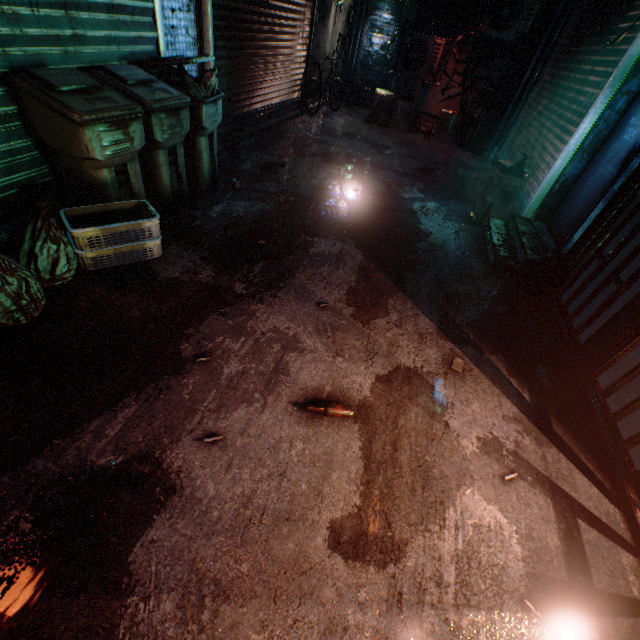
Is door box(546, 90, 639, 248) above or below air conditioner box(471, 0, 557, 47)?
below

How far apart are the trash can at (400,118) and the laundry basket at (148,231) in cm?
694

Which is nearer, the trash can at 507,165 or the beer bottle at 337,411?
the beer bottle at 337,411

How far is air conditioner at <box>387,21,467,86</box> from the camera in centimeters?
650cm

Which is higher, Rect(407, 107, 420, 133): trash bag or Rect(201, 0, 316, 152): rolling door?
Rect(201, 0, 316, 152): rolling door

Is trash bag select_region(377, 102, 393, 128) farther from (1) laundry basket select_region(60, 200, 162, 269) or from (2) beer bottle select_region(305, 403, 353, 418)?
(2) beer bottle select_region(305, 403, 353, 418)

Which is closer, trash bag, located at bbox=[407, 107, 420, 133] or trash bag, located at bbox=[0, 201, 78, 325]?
trash bag, located at bbox=[0, 201, 78, 325]

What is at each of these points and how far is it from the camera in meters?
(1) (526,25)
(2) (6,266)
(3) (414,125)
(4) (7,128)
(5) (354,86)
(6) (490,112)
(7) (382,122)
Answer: (1) air conditioner, 6.0 m
(2) trash bag, 1.7 m
(3) trash bag, 7.7 m
(4) rolling door, 2.2 m
(5) trash bag, 9.0 m
(6) trash bin, 6.8 m
(7) trash bag, 7.5 m
